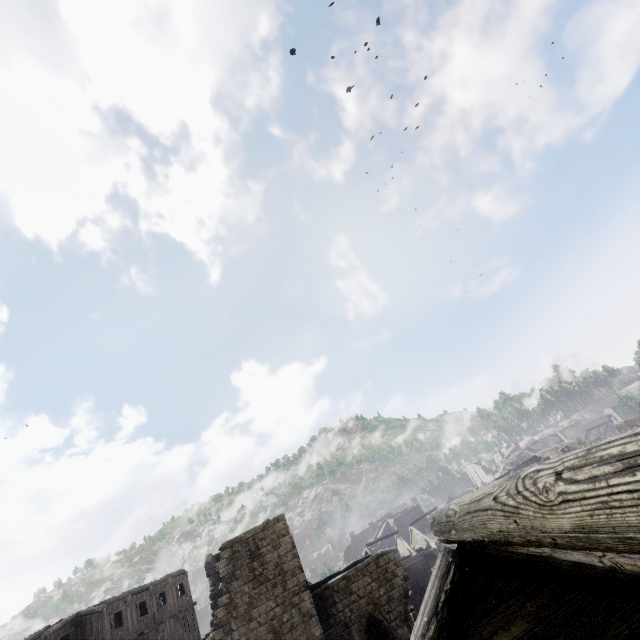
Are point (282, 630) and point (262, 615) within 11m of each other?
yes
